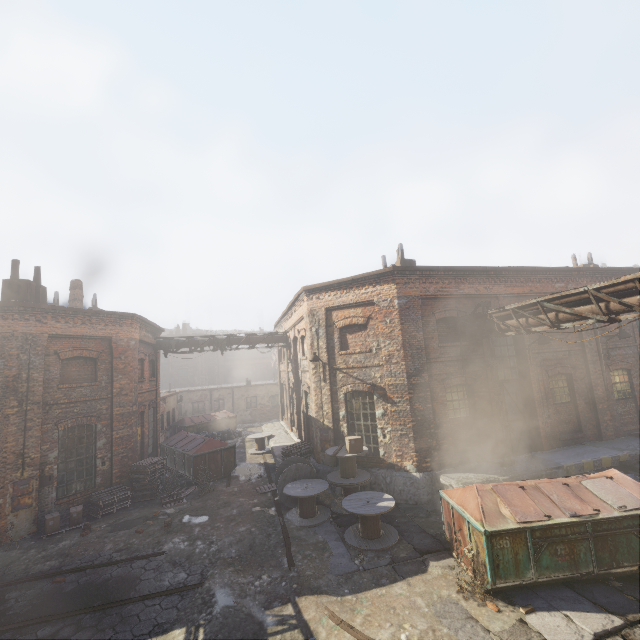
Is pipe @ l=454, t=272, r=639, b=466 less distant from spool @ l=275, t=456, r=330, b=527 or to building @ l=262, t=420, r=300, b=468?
building @ l=262, t=420, r=300, b=468

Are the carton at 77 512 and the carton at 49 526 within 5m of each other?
yes

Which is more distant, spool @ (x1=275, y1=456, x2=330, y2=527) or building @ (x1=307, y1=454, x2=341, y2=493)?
building @ (x1=307, y1=454, x2=341, y2=493)

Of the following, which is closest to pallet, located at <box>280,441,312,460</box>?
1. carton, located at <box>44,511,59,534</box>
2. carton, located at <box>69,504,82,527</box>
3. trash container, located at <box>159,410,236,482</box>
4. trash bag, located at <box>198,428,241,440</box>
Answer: trash container, located at <box>159,410,236,482</box>

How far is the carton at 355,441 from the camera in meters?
Answer: 11.1

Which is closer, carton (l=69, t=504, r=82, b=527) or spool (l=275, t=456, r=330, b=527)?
spool (l=275, t=456, r=330, b=527)

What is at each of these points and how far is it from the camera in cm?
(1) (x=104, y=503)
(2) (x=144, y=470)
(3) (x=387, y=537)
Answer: (1) pallet, 1205
(2) pallet, 1343
(3) spool, 903

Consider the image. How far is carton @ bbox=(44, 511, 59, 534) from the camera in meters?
10.7 m
